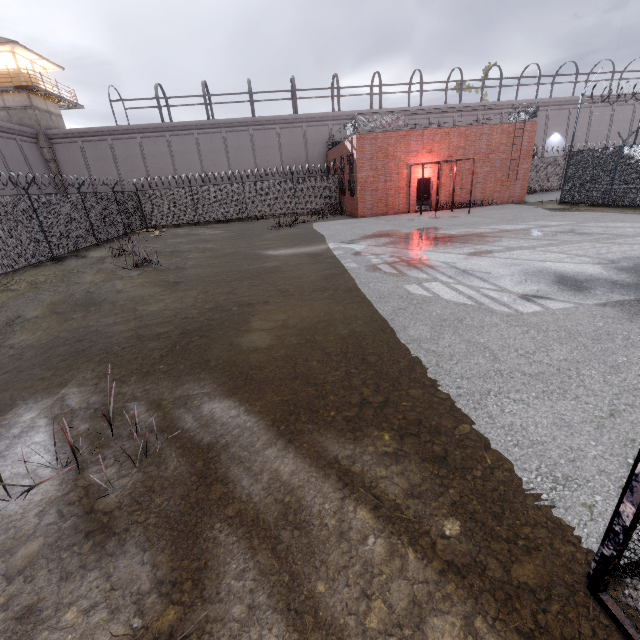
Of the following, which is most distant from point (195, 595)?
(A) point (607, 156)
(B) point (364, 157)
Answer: (A) point (607, 156)

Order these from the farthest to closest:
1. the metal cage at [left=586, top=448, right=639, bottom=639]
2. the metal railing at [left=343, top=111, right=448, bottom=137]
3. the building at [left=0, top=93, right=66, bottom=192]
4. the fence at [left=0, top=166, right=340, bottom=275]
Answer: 1. the building at [left=0, top=93, right=66, bottom=192]
2. the metal railing at [left=343, top=111, right=448, bottom=137]
3. the fence at [left=0, top=166, right=340, bottom=275]
4. the metal cage at [left=586, top=448, right=639, bottom=639]

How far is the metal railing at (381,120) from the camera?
A: 19.6m

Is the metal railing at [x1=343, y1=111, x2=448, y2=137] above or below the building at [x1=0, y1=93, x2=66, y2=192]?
below

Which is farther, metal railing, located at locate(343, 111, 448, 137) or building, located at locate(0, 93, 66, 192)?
building, located at locate(0, 93, 66, 192)

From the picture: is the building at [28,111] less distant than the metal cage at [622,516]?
No

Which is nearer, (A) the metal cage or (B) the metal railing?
(A) the metal cage

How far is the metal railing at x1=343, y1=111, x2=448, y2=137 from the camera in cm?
1956
